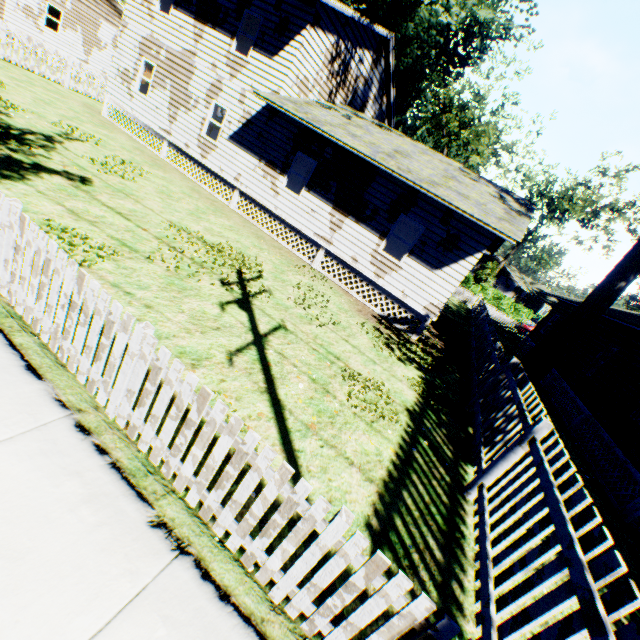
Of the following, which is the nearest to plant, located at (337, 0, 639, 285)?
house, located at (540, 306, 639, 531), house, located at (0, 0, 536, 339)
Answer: house, located at (0, 0, 536, 339)

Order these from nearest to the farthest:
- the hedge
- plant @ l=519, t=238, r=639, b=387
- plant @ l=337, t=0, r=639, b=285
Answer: plant @ l=519, t=238, r=639, b=387
plant @ l=337, t=0, r=639, b=285
the hedge

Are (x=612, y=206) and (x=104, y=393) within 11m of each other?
no

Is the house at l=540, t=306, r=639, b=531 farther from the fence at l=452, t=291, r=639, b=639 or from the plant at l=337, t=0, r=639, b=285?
the fence at l=452, t=291, r=639, b=639

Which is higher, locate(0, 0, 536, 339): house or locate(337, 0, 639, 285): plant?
locate(337, 0, 639, 285): plant

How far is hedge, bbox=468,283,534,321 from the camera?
43.3m

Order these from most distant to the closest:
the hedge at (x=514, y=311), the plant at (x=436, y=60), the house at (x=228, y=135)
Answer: the hedge at (x=514, y=311), the plant at (x=436, y=60), the house at (x=228, y=135)

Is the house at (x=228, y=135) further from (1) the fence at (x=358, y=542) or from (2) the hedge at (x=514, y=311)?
(2) the hedge at (x=514, y=311)
